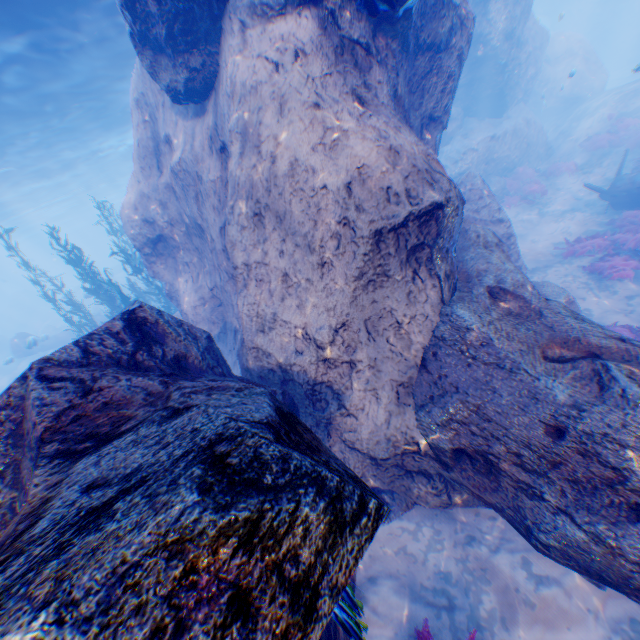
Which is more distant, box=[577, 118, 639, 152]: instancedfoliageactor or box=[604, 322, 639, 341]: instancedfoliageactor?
box=[577, 118, 639, 152]: instancedfoliageactor

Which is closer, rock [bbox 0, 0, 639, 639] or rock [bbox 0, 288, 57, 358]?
rock [bbox 0, 0, 639, 639]

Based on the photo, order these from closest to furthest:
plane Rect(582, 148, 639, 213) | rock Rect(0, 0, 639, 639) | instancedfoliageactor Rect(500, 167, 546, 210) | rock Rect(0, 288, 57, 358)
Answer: rock Rect(0, 0, 639, 639) < plane Rect(582, 148, 639, 213) < instancedfoliageactor Rect(500, 167, 546, 210) < rock Rect(0, 288, 57, 358)

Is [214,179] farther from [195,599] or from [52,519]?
[195,599]

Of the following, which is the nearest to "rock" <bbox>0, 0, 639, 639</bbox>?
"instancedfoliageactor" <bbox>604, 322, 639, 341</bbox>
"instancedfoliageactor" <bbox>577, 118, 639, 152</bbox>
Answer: "instancedfoliageactor" <bbox>604, 322, 639, 341</bbox>

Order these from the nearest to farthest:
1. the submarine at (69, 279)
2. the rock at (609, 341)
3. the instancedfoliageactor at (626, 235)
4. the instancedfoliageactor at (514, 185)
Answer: the rock at (609, 341) → the instancedfoliageactor at (626, 235) → the instancedfoliageactor at (514, 185) → the submarine at (69, 279)

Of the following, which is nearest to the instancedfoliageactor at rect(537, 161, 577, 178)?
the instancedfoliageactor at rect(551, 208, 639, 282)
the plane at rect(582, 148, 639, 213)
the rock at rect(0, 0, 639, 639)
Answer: the rock at rect(0, 0, 639, 639)

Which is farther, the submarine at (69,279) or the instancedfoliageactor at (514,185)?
the submarine at (69,279)
